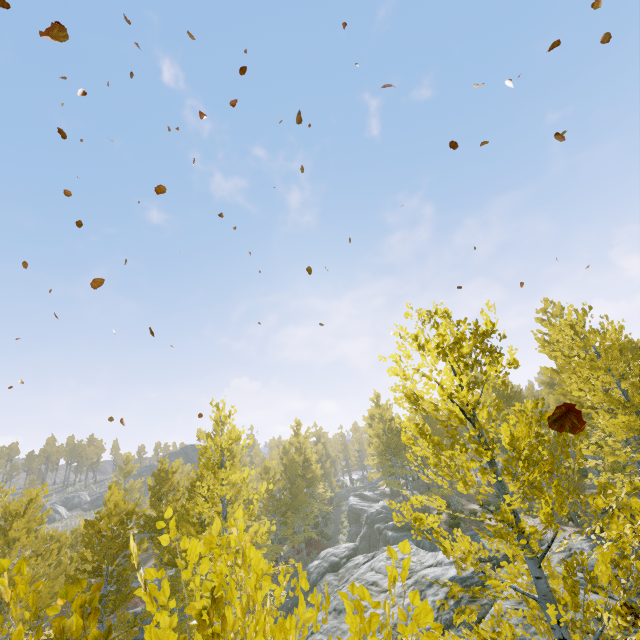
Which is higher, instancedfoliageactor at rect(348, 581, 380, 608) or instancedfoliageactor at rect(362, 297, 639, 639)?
instancedfoliageactor at rect(348, 581, 380, 608)

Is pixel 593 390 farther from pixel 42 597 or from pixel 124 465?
pixel 124 465

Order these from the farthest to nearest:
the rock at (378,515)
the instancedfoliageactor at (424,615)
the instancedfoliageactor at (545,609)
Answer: the rock at (378,515) < the instancedfoliageactor at (545,609) < the instancedfoliageactor at (424,615)

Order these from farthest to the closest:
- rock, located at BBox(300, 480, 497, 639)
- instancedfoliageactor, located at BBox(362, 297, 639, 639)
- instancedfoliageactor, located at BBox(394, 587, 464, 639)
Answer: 1. rock, located at BBox(300, 480, 497, 639)
2. instancedfoliageactor, located at BBox(362, 297, 639, 639)
3. instancedfoliageactor, located at BBox(394, 587, 464, 639)

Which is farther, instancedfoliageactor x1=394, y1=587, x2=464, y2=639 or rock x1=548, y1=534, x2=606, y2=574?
rock x1=548, y1=534, x2=606, y2=574

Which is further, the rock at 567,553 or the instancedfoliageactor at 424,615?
the rock at 567,553
